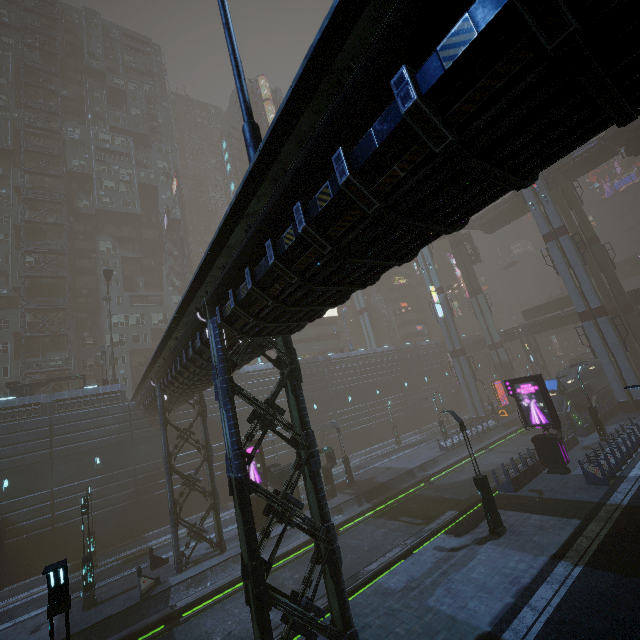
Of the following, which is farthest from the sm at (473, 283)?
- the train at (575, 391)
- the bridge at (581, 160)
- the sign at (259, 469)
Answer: the sign at (259, 469)

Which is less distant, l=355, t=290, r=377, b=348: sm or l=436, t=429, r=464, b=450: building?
l=436, t=429, r=464, b=450: building

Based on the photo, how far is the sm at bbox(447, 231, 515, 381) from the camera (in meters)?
49.12

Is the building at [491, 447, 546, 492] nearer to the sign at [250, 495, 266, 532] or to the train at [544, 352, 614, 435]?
the train at [544, 352, 614, 435]

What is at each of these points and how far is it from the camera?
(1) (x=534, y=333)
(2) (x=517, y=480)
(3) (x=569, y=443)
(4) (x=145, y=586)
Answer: (1) building, 52.3m
(2) building, 19.1m
(3) building, 24.0m
(4) barrier, 17.4m

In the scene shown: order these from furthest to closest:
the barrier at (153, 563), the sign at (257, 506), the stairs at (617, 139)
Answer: the stairs at (617, 139) → the sign at (257, 506) → the barrier at (153, 563)

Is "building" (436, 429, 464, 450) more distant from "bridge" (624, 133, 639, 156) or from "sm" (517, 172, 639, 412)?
"bridge" (624, 133, 639, 156)

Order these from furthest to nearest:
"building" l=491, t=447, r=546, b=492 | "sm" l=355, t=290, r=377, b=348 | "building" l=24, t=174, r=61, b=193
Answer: "sm" l=355, t=290, r=377, b=348, "building" l=24, t=174, r=61, b=193, "building" l=491, t=447, r=546, b=492
